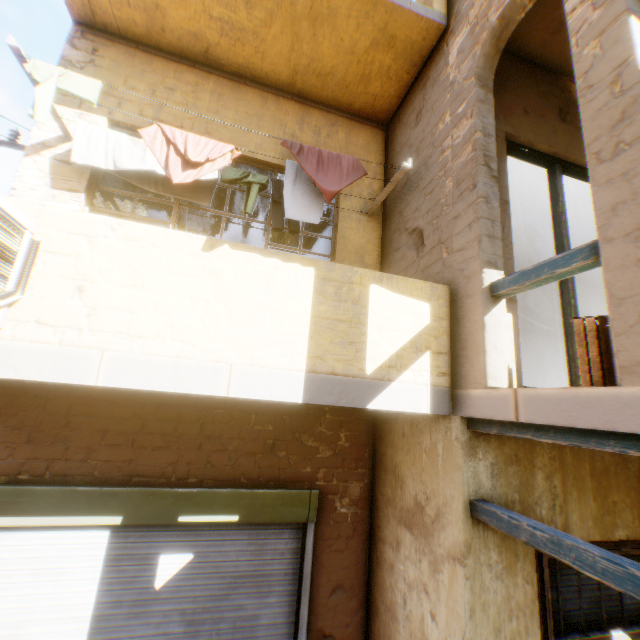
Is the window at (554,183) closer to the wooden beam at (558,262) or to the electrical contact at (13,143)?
the wooden beam at (558,262)

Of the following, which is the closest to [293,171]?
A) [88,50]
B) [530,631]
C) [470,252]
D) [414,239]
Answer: [414,239]

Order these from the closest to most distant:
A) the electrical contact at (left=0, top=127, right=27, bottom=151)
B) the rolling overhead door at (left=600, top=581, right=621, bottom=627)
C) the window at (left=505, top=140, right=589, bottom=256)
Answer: the rolling overhead door at (left=600, top=581, right=621, bottom=627) < the window at (left=505, top=140, right=589, bottom=256) < the electrical contact at (left=0, top=127, right=27, bottom=151)

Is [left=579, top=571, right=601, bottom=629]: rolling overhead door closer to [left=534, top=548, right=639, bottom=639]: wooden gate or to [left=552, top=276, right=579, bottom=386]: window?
[left=534, top=548, right=639, bottom=639]: wooden gate

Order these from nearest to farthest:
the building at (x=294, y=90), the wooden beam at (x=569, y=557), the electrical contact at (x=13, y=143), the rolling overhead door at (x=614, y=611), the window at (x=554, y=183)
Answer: the wooden beam at (x=569, y=557), the building at (x=294, y=90), the rolling overhead door at (x=614, y=611), the window at (x=554, y=183), the electrical contact at (x=13, y=143)

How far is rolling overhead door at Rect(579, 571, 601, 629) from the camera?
3.29m

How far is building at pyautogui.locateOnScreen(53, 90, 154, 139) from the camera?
4.1 meters

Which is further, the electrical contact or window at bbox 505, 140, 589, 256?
the electrical contact
